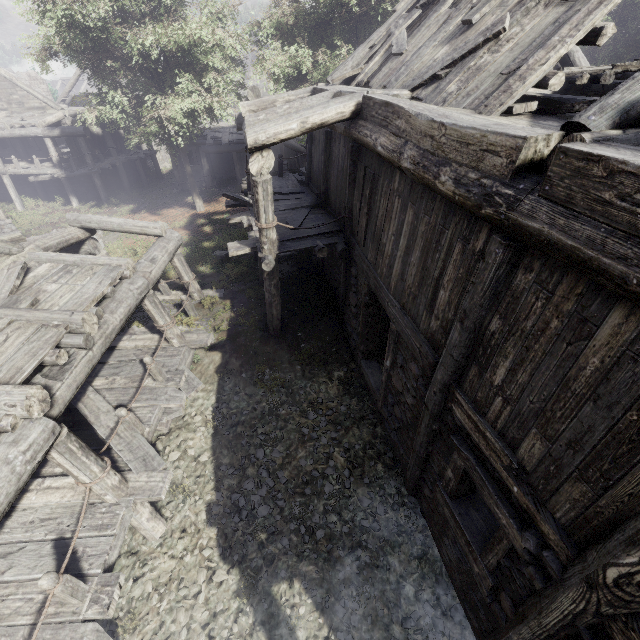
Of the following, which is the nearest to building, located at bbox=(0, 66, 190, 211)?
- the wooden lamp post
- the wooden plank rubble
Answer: the wooden plank rubble

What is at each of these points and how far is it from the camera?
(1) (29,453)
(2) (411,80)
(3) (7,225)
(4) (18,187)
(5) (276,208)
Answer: (1) building, 4.1 meters
(2) wooden plank rubble, 6.6 meters
(3) wooden lamp post, 17.4 meters
(4) building, 24.6 meters
(5) building, 10.2 meters

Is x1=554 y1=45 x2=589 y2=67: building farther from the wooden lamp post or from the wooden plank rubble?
the wooden lamp post

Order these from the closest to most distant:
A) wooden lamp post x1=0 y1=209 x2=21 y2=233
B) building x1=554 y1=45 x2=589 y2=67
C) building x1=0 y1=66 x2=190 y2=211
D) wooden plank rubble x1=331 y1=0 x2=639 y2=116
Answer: wooden plank rubble x1=331 y1=0 x2=639 y2=116
building x1=554 y1=45 x2=589 y2=67
wooden lamp post x1=0 y1=209 x2=21 y2=233
building x1=0 y1=66 x2=190 y2=211

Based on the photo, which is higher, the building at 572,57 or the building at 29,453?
the building at 572,57

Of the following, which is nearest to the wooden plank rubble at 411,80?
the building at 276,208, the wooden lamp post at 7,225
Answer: the building at 276,208
